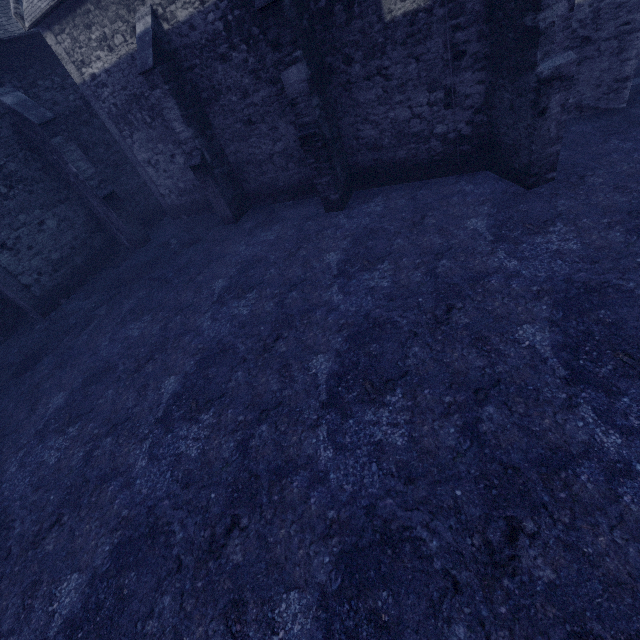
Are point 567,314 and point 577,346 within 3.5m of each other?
yes
